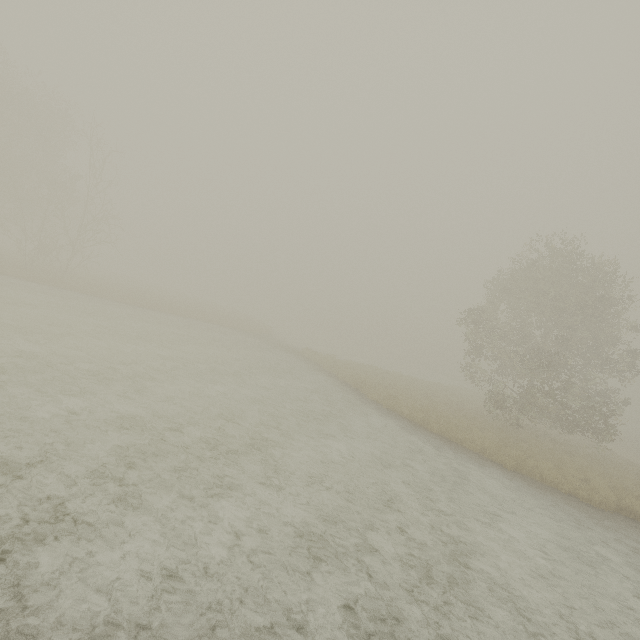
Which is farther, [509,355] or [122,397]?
[509,355]
